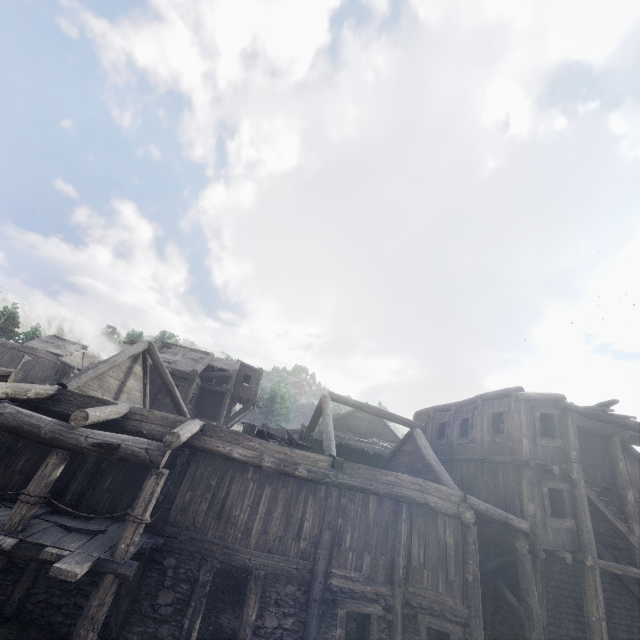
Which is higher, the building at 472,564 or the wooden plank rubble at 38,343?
the wooden plank rubble at 38,343

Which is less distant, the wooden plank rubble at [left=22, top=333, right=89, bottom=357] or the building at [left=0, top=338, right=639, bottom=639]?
the building at [left=0, top=338, right=639, bottom=639]

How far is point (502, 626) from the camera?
13.46m

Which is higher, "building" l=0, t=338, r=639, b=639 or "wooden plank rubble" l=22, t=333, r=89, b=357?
"wooden plank rubble" l=22, t=333, r=89, b=357

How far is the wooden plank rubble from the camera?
42.06m

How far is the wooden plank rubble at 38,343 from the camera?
42.06m
